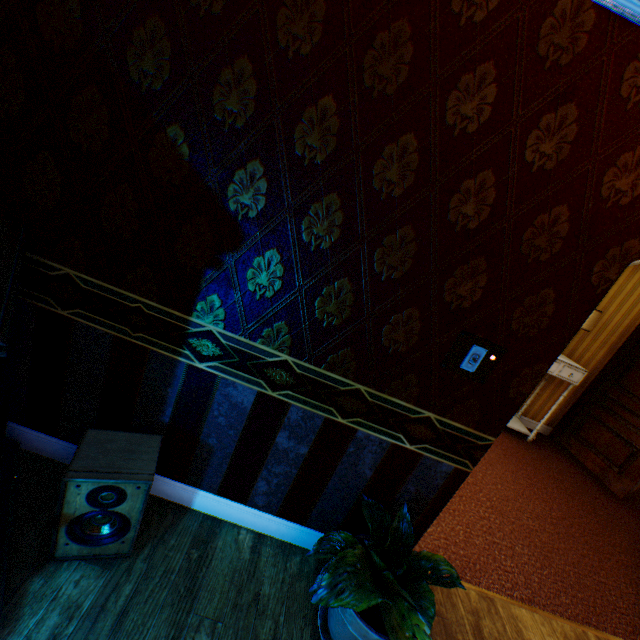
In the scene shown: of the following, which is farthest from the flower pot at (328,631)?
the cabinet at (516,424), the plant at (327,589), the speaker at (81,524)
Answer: the cabinet at (516,424)

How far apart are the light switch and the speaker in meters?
1.5

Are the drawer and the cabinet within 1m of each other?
yes

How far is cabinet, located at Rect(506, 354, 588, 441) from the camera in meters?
4.5

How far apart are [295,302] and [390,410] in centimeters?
78cm

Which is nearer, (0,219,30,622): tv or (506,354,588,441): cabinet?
(0,219,30,622): tv

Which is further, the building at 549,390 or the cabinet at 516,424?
the building at 549,390

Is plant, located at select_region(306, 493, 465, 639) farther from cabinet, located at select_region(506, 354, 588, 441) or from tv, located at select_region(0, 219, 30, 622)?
cabinet, located at select_region(506, 354, 588, 441)
